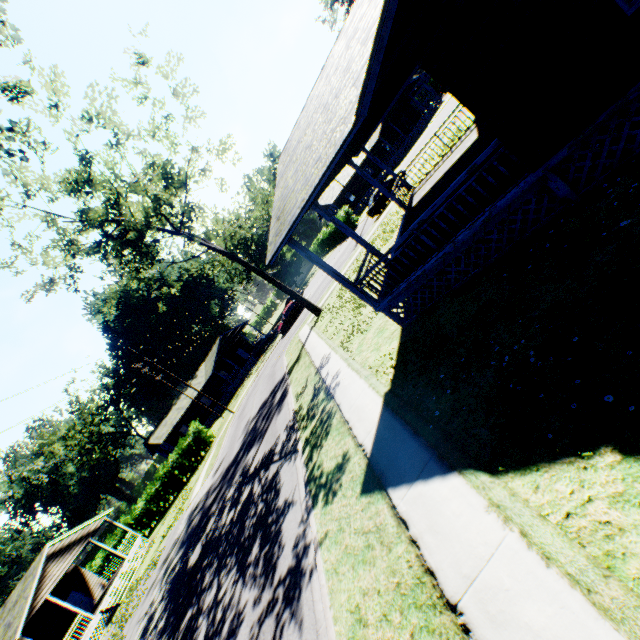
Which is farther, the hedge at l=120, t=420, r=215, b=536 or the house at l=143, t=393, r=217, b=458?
the house at l=143, t=393, r=217, b=458

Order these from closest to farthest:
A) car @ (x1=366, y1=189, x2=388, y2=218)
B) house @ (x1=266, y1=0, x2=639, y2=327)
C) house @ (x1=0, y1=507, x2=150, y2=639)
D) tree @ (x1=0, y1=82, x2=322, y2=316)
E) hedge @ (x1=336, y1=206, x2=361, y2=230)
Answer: house @ (x1=266, y1=0, x2=639, y2=327)
tree @ (x1=0, y1=82, x2=322, y2=316)
house @ (x1=0, y1=507, x2=150, y2=639)
car @ (x1=366, y1=189, x2=388, y2=218)
hedge @ (x1=336, y1=206, x2=361, y2=230)

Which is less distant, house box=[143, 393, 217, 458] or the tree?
the tree

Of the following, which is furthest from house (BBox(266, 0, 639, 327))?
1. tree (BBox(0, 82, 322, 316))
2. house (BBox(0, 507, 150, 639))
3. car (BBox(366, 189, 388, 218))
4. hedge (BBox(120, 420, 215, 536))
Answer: hedge (BBox(120, 420, 215, 536))

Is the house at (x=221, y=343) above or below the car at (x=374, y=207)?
above

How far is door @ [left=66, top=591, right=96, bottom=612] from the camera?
26.1m

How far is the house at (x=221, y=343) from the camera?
47.91m

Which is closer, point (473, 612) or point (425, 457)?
point (473, 612)
